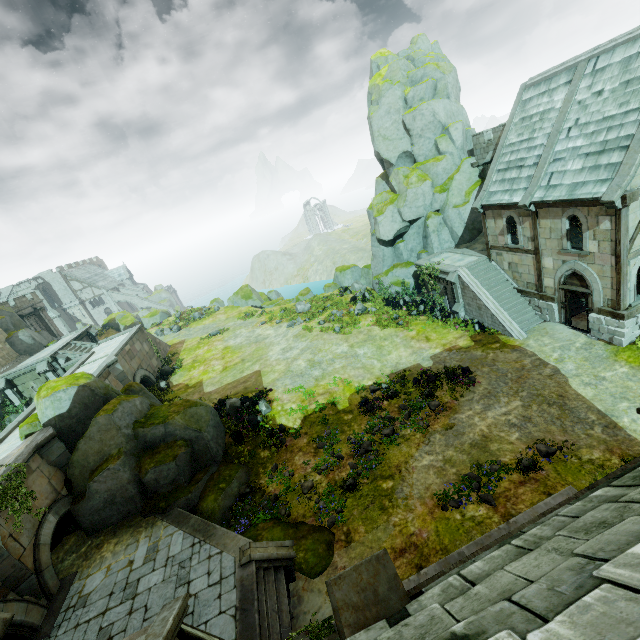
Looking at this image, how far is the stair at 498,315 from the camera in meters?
20.2

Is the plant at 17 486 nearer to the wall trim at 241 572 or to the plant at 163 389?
the wall trim at 241 572

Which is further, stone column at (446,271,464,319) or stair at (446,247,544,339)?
stone column at (446,271,464,319)

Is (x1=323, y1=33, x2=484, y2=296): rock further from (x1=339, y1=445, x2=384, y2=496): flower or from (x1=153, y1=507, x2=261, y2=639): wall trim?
(x1=153, y1=507, x2=261, y2=639): wall trim

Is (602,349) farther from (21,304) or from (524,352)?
(21,304)

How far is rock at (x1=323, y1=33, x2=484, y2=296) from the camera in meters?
26.6

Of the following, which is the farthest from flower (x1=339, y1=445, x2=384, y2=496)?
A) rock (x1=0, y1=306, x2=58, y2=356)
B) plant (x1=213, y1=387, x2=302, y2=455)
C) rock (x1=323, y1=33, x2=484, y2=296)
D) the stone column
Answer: rock (x1=0, y1=306, x2=58, y2=356)

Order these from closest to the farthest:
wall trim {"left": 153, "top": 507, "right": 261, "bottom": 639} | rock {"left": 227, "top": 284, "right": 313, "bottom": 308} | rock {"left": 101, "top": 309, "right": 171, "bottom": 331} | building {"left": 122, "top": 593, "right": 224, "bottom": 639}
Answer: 1. building {"left": 122, "top": 593, "right": 224, "bottom": 639}
2. wall trim {"left": 153, "top": 507, "right": 261, "bottom": 639}
3. rock {"left": 227, "top": 284, "right": 313, "bottom": 308}
4. rock {"left": 101, "top": 309, "right": 171, "bottom": 331}
